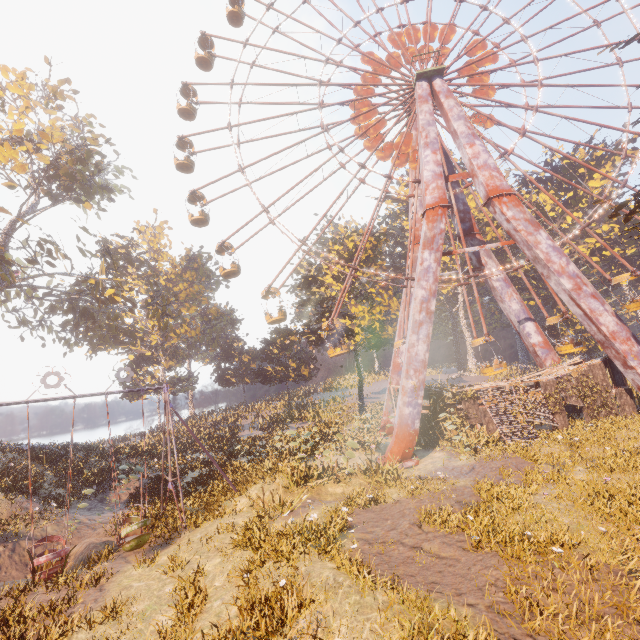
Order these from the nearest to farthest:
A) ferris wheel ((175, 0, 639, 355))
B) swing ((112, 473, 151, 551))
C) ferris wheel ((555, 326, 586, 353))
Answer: swing ((112, 473, 151, 551)) < ferris wheel ((555, 326, 586, 353)) < ferris wheel ((175, 0, 639, 355))

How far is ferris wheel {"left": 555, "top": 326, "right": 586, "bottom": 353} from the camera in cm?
2159

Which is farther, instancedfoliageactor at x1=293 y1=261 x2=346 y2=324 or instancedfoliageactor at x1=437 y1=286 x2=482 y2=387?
instancedfoliageactor at x1=437 y1=286 x2=482 y2=387

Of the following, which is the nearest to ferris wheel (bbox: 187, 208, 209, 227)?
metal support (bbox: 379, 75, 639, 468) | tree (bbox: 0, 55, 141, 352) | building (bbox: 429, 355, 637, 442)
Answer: metal support (bbox: 379, 75, 639, 468)

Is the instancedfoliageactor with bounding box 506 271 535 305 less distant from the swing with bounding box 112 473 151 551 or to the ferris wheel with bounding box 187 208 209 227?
the ferris wheel with bounding box 187 208 209 227

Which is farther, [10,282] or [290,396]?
[290,396]

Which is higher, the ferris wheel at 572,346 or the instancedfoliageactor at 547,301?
the instancedfoliageactor at 547,301

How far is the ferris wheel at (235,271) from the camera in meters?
25.5 m
